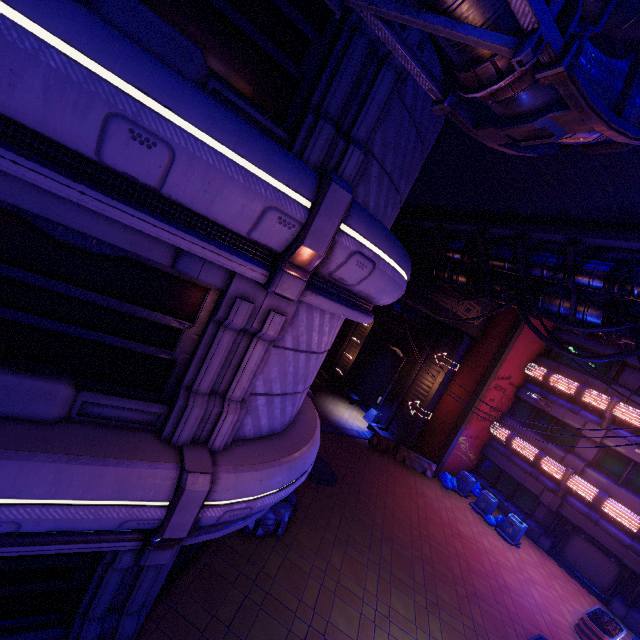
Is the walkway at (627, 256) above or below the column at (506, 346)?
above

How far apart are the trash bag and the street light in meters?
5.1 m

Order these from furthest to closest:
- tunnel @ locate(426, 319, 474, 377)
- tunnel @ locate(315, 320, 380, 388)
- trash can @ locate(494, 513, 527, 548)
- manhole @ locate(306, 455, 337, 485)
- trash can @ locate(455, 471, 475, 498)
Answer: tunnel @ locate(315, 320, 380, 388), tunnel @ locate(426, 319, 474, 377), trash can @ locate(455, 471, 475, 498), trash can @ locate(494, 513, 527, 548), manhole @ locate(306, 455, 337, 485)

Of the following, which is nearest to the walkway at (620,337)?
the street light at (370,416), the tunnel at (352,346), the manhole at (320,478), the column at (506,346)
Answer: the column at (506,346)

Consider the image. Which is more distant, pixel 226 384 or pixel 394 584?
pixel 394 584

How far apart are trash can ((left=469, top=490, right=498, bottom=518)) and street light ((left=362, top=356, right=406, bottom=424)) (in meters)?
7.27

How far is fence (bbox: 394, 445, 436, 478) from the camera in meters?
20.2 m

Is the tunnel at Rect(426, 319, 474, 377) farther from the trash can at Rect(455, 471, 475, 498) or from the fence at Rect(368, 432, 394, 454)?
the trash can at Rect(455, 471, 475, 498)
